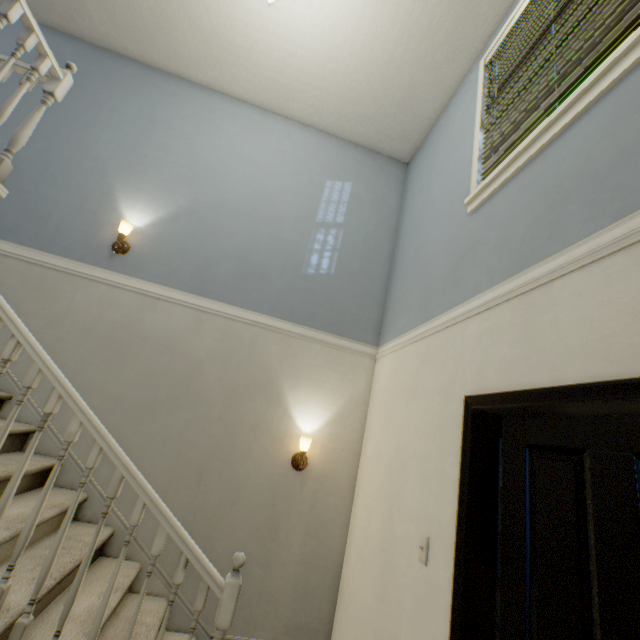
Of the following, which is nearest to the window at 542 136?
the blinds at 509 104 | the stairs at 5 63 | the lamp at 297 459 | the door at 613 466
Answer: the blinds at 509 104

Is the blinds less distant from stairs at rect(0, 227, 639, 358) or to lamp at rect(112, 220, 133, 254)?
stairs at rect(0, 227, 639, 358)

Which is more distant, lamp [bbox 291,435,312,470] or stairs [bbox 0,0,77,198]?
lamp [bbox 291,435,312,470]

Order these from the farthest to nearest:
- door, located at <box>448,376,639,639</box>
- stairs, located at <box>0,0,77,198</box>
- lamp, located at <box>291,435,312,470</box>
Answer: lamp, located at <box>291,435,312,470</box> < stairs, located at <box>0,0,77,198</box> < door, located at <box>448,376,639,639</box>

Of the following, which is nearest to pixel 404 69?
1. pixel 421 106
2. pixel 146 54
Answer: pixel 421 106

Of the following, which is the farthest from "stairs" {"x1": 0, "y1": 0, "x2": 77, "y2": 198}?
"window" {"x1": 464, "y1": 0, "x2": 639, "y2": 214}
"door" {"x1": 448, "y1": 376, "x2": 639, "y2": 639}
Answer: "window" {"x1": 464, "y1": 0, "x2": 639, "y2": 214}

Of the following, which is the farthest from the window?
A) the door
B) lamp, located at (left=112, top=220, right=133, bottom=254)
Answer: lamp, located at (left=112, top=220, right=133, bottom=254)

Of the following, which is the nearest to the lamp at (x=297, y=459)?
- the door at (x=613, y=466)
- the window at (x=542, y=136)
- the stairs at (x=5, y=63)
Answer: the stairs at (x=5, y=63)
